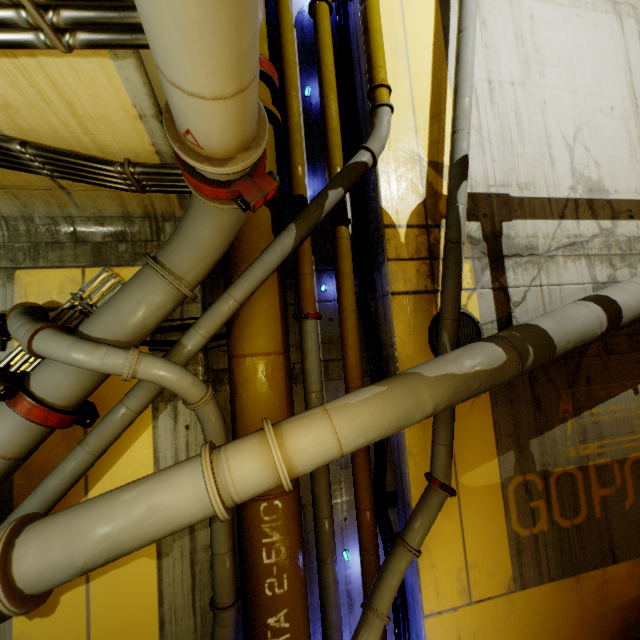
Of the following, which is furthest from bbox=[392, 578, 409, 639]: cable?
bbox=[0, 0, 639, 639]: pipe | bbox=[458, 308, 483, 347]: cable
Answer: bbox=[458, 308, 483, 347]: cable

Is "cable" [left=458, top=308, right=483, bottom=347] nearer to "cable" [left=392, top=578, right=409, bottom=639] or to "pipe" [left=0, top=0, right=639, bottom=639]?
"pipe" [left=0, top=0, right=639, bottom=639]

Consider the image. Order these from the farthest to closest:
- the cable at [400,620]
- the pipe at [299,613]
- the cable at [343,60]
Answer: the cable at [343,60]
the cable at [400,620]
the pipe at [299,613]

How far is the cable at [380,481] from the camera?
4.30m

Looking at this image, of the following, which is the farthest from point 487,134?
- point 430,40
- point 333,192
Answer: point 333,192
